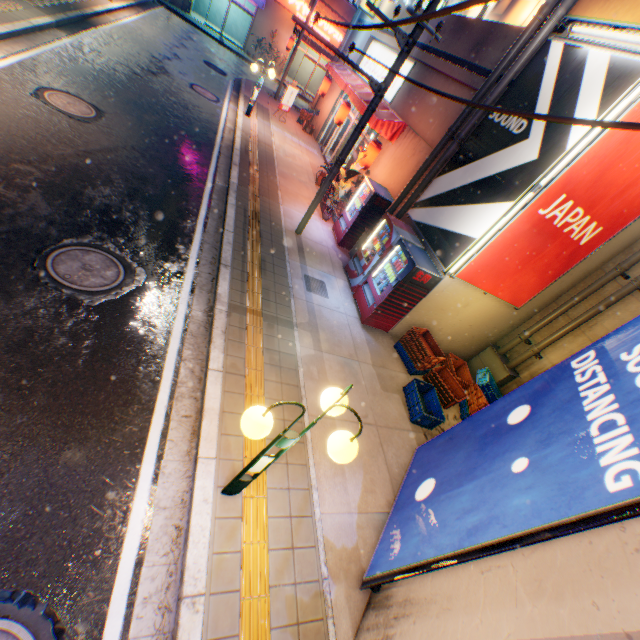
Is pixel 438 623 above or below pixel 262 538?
above

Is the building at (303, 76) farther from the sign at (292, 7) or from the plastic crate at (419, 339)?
the plastic crate at (419, 339)

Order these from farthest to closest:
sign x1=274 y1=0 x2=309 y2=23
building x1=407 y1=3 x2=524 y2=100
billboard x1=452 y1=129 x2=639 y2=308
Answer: sign x1=274 y1=0 x2=309 y2=23 → building x1=407 y1=3 x2=524 y2=100 → billboard x1=452 y1=129 x2=639 y2=308

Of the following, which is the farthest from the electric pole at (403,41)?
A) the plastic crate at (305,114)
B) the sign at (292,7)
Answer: the sign at (292,7)

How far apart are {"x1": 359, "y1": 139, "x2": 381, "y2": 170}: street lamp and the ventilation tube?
7.1 meters

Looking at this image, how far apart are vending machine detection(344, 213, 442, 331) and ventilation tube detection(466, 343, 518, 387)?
3.05m

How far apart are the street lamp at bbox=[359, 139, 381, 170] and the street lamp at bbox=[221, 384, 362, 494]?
10.1 meters

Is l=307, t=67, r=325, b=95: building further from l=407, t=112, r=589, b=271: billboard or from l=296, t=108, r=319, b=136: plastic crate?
l=407, t=112, r=589, b=271: billboard
